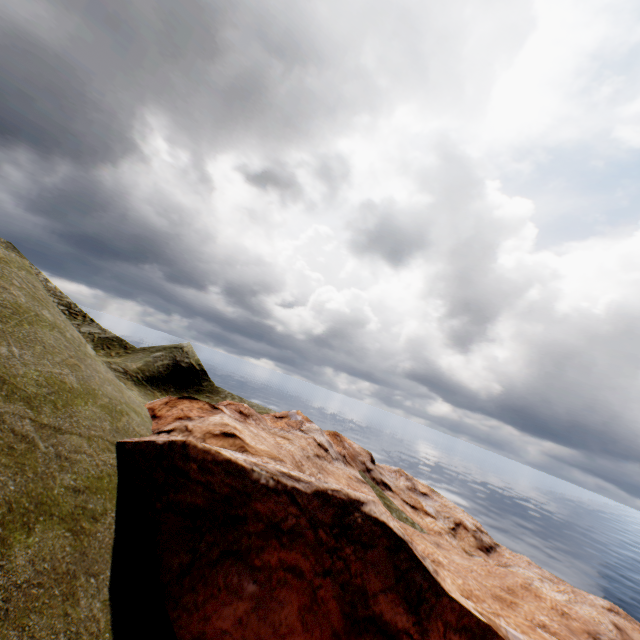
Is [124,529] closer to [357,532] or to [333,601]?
[333,601]
